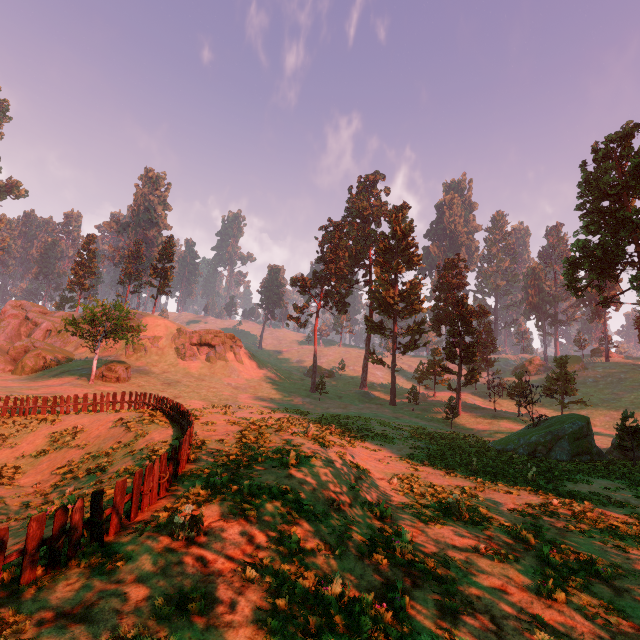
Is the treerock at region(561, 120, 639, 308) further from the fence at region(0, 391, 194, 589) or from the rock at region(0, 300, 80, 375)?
the fence at region(0, 391, 194, 589)

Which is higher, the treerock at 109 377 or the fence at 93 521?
the treerock at 109 377

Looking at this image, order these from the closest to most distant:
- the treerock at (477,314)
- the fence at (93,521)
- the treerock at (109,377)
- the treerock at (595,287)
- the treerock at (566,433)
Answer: the fence at (93,521), the treerock at (566,433), the treerock at (595,287), the treerock at (109,377), the treerock at (477,314)

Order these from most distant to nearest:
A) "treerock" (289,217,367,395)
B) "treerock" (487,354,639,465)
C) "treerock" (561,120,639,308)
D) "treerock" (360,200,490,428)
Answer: "treerock" (289,217,367,395) < "treerock" (360,200,490,428) < "treerock" (561,120,639,308) < "treerock" (487,354,639,465)

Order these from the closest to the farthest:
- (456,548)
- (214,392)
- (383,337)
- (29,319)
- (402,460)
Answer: (456,548) → (402,460) → (214,392) → (383,337) → (29,319)

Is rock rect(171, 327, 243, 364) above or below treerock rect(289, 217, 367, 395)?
below

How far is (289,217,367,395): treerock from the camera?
52.6m
